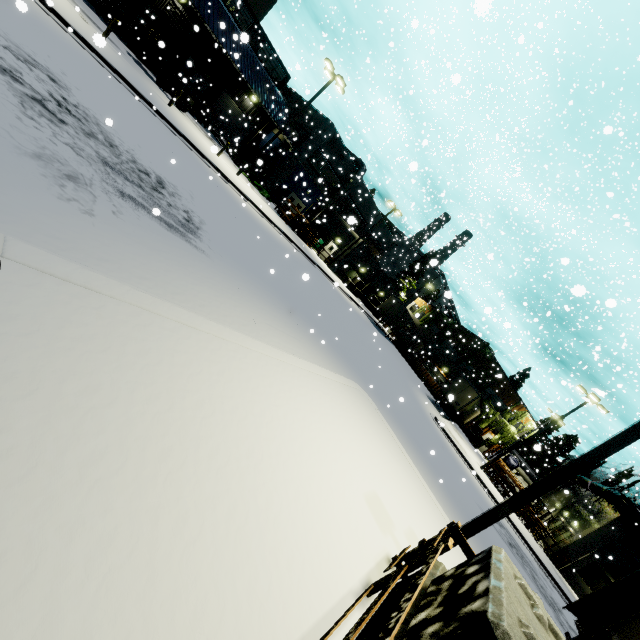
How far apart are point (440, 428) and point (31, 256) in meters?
25.3 m

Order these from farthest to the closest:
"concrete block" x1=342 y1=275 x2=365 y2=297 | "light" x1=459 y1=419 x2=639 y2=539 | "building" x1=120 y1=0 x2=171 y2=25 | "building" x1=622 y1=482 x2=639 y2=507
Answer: "concrete block" x1=342 y1=275 x2=365 y2=297 < "building" x1=120 y1=0 x2=171 y2=25 < "building" x1=622 y1=482 x2=639 y2=507 < "light" x1=459 y1=419 x2=639 y2=539

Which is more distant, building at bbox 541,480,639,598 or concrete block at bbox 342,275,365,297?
concrete block at bbox 342,275,365,297

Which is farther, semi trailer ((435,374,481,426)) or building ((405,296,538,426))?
building ((405,296,538,426))

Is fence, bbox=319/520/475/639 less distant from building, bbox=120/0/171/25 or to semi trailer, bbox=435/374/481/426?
building, bbox=120/0/171/25

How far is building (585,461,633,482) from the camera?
32.2 meters

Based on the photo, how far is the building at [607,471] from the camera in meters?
32.2

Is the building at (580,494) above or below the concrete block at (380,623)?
above
